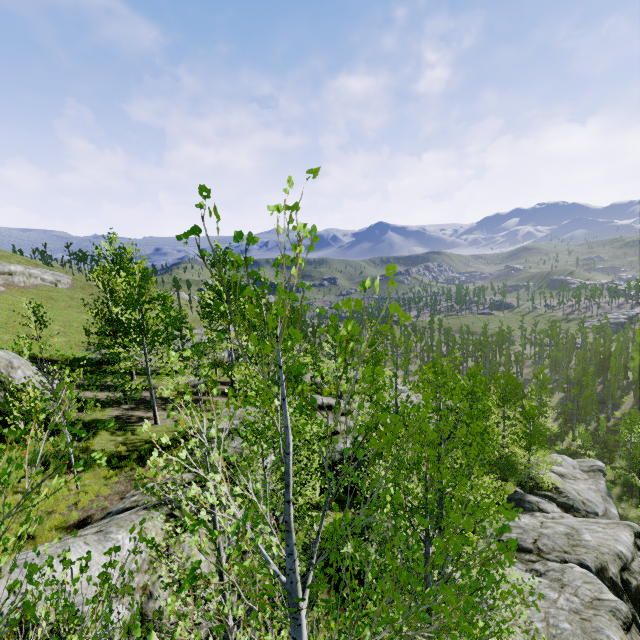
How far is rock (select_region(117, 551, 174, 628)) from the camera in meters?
6.2 m

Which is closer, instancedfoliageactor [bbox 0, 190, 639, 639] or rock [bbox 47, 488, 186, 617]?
instancedfoliageactor [bbox 0, 190, 639, 639]

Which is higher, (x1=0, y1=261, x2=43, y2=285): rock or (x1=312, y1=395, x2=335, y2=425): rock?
(x1=0, y1=261, x2=43, y2=285): rock

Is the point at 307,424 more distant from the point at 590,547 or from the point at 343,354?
the point at 590,547

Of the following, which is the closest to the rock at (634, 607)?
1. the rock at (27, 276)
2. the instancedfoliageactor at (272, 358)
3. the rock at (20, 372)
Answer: the instancedfoliageactor at (272, 358)

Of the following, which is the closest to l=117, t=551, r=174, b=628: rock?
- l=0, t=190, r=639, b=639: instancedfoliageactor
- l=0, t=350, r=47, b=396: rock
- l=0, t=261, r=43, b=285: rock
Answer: l=0, t=190, r=639, b=639: instancedfoliageactor

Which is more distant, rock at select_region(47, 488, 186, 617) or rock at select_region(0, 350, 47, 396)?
rock at select_region(0, 350, 47, 396)

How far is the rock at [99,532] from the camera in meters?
5.7
